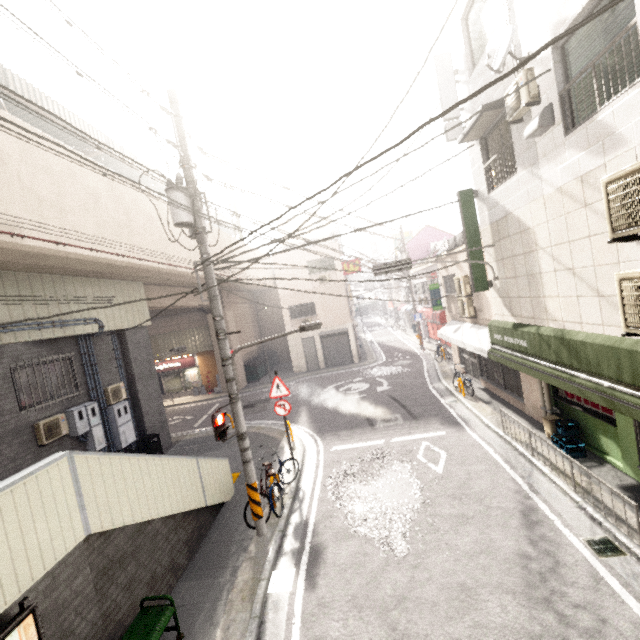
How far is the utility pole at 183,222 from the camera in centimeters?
623cm

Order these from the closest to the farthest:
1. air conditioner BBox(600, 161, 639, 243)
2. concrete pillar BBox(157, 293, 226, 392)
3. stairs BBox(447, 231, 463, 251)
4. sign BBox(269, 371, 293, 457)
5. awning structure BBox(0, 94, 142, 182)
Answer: air conditioner BBox(600, 161, 639, 243) → sign BBox(269, 371, 293, 457) → awning structure BBox(0, 94, 142, 182) → stairs BBox(447, 231, 463, 251) → concrete pillar BBox(157, 293, 226, 392)

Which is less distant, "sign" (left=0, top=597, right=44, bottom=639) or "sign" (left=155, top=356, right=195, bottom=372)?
"sign" (left=0, top=597, right=44, bottom=639)

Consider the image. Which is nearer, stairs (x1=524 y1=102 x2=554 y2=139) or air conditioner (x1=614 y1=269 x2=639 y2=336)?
air conditioner (x1=614 y1=269 x2=639 y2=336)

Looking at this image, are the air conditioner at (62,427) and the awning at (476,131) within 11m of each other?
no

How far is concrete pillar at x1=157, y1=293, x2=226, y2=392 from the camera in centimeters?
1717cm

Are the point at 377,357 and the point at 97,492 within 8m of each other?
no

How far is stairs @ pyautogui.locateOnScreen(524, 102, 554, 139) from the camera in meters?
5.6 m
